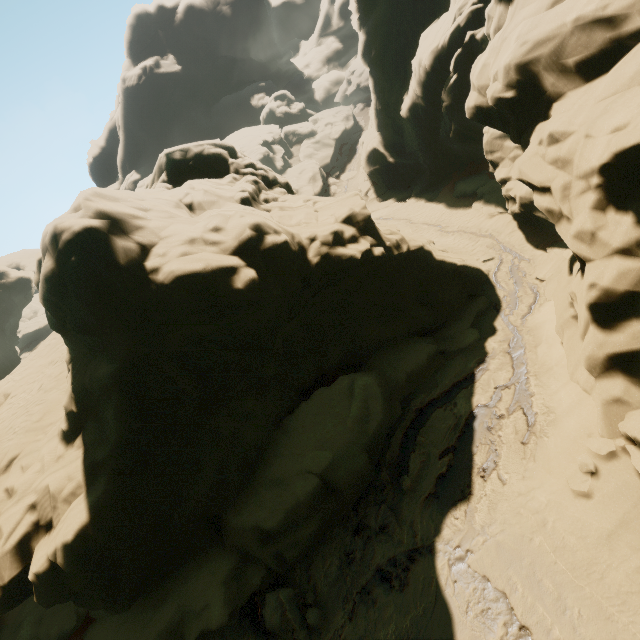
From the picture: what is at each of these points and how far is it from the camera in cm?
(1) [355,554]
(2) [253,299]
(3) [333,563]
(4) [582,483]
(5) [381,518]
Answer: (1) rock, 934
(2) rock, 855
(3) rock, 938
(4) rock, 766
(5) rock, 972

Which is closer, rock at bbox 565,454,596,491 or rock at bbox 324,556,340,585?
rock at bbox 565,454,596,491

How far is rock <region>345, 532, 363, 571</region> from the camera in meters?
9.1 m

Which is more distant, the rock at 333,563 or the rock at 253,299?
the rock at 333,563
